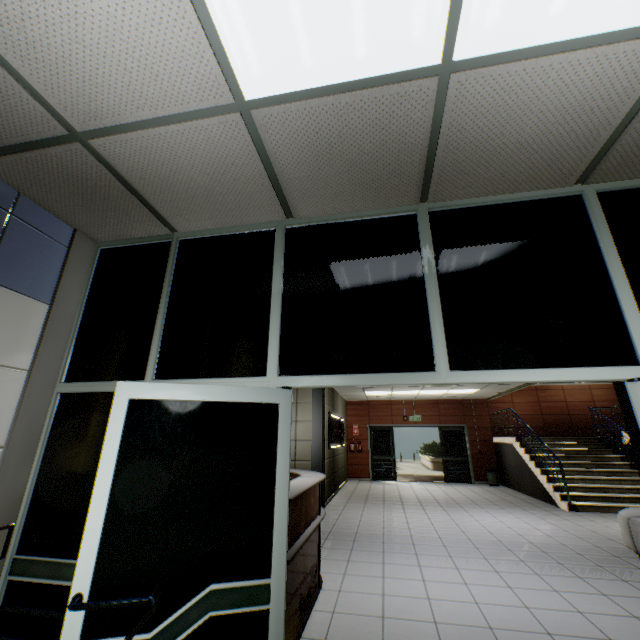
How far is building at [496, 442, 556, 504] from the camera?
9.54m

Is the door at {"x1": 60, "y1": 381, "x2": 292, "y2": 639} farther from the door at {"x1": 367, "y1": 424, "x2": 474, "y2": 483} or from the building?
the door at {"x1": 367, "y1": 424, "x2": 474, "y2": 483}

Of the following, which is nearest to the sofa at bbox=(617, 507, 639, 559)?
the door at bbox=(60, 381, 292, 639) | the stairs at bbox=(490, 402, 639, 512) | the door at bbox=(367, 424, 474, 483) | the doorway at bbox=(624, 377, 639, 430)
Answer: the doorway at bbox=(624, 377, 639, 430)

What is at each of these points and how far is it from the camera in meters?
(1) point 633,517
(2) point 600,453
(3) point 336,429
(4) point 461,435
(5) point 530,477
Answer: (1) sofa, 4.7 m
(2) stairs, 9.9 m
(3) sign, 10.9 m
(4) door, 13.6 m
(5) building, 10.1 m

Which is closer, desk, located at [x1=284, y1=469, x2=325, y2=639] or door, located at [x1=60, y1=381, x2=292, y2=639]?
door, located at [x1=60, y1=381, x2=292, y2=639]

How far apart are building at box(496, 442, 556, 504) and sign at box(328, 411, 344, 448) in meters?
6.0

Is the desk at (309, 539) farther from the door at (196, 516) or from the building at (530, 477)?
the building at (530, 477)

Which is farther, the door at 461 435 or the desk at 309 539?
the door at 461 435
